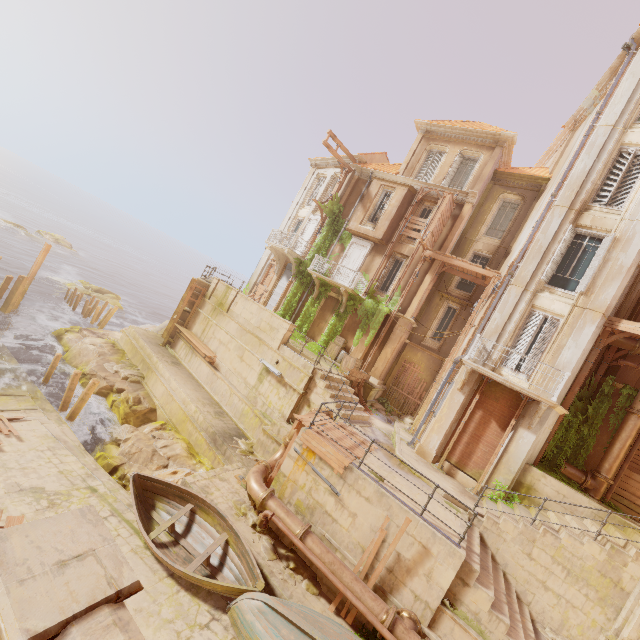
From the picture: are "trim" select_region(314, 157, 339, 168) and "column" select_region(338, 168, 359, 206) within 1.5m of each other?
yes

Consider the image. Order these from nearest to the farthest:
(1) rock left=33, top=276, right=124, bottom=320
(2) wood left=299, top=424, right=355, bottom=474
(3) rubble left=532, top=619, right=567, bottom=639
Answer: (3) rubble left=532, top=619, right=567, bottom=639 < (2) wood left=299, top=424, right=355, bottom=474 < (1) rock left=33, top=276, right=124, bottom=320

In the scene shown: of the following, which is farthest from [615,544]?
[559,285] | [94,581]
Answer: [94,581]

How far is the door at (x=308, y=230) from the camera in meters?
24.1 m

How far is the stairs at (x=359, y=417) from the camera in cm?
1415

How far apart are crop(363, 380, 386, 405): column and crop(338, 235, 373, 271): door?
5.7m

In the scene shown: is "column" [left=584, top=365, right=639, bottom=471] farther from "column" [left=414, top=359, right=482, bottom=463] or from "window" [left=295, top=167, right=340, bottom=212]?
"window" [left=295, top=167, right=340, bottom=212]

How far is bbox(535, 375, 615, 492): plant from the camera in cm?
1271
